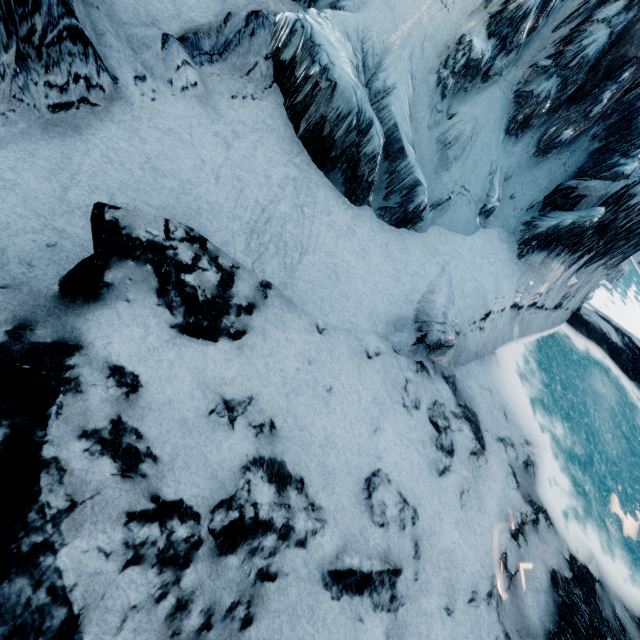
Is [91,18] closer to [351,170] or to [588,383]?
[351,170]
